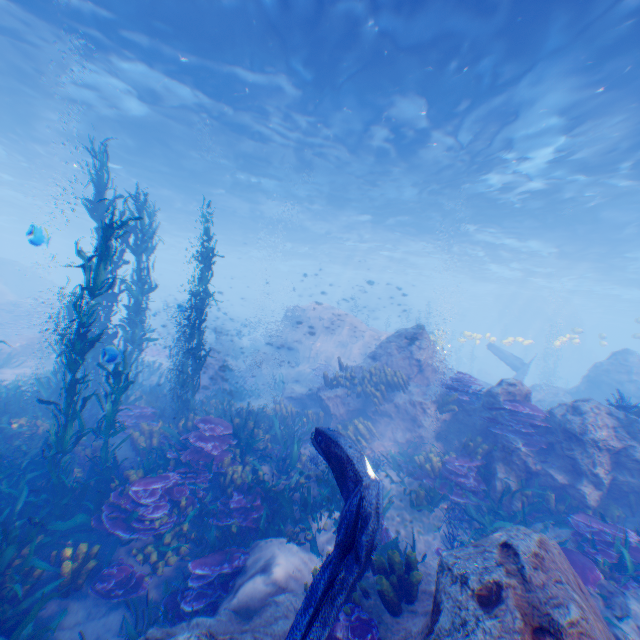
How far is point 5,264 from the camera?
32.0m

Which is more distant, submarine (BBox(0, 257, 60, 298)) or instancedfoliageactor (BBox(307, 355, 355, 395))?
submarine (BBox(0, 257, 60, 298))

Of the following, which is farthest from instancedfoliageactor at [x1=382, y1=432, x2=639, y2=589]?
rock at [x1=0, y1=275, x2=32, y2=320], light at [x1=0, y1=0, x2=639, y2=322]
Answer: light at [x1=0, y1=0, x2=639, y2=322]

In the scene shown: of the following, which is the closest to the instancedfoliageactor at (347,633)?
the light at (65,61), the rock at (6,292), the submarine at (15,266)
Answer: the rock at (6,292)

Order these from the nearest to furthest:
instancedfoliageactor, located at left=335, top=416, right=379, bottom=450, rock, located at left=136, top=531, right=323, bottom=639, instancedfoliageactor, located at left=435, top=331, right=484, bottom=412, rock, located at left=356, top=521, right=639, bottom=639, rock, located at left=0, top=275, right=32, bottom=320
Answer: rock, located at left=356, top=521, right=639, bottom=639, rock, located at left=136, top=531, right=323, bottom=639, instancedfoliageactor, located at left=435, top=331, right=484, bottom=412, instancedfoliageactor, located at left=335, top=416, right=379, bottom=450, rock, located at left=0, top=275, right=32, bottom=320

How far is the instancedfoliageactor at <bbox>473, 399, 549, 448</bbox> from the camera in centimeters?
768cm

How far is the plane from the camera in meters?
19.6 m

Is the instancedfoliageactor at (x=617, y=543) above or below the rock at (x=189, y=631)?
above
